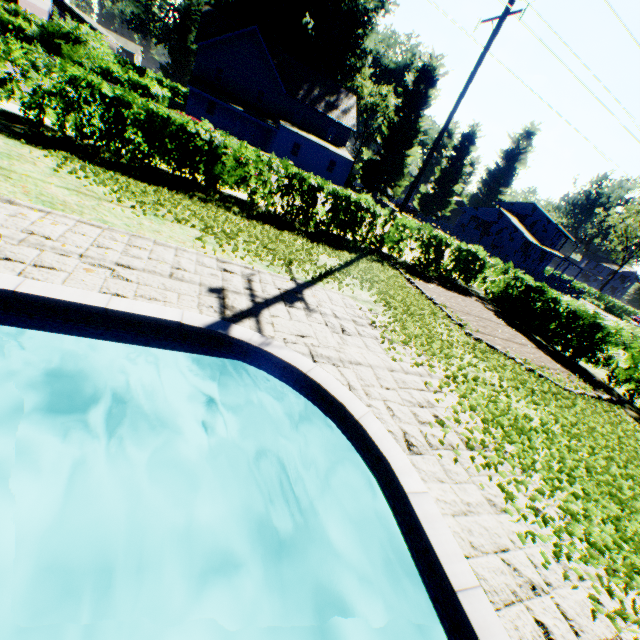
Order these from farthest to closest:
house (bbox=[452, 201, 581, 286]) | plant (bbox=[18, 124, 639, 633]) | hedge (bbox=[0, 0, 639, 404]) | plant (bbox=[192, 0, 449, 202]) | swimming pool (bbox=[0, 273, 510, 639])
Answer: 1. house (bbox=[452, 201, 581, 286])
2. plant (bbox=[192, 0, 449, 202])
3. hedge (bbox=[0, 0, 639, 404])
4. plant (bbox=[18, 124, 639, 633])
5. swimming pool (bbox=[0, 273, 510, 639])

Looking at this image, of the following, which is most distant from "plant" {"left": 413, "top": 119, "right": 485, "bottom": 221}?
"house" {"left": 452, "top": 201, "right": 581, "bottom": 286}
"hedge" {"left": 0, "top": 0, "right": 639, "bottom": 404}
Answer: "hedge" {"left": 0, "top": 0, "right": 639, "bottom": 404}

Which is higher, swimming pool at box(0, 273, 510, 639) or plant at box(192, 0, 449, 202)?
plant at box(192, 0, 449, 202)

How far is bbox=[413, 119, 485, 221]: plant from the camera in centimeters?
4953cm

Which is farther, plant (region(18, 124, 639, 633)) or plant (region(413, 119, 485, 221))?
plant (region(413, 119, 485, 221))

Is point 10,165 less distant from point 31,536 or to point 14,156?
point 14,156

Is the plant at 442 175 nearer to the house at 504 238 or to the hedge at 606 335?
the house at 504 238
